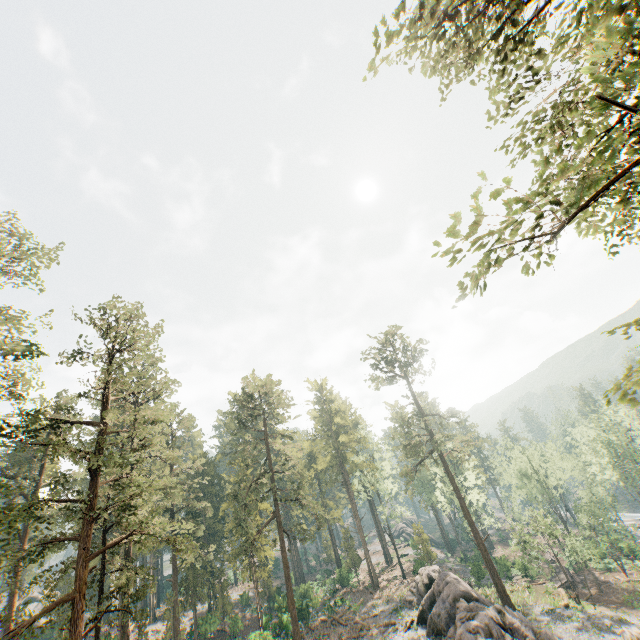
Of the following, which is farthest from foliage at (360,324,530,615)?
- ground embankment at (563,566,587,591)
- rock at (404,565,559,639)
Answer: ground embankment at (563,566,587,591)

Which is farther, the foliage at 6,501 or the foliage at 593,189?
the foliage at 6,501

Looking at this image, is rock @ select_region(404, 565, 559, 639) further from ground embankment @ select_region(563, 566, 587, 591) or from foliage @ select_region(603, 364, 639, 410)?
ground embankment @ select_region(563, 566, 587, 591)

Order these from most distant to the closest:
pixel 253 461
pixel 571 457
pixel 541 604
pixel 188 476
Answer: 1. pixel 571 457
2. pixel 188 476
3. pixel 253 461
4. pixel 541 604

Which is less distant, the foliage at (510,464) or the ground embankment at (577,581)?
the foliage at (510,464)

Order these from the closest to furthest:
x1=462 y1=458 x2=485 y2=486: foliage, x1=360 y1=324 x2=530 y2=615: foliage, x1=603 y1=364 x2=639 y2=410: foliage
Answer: x1=603 y1=364 x2=639 y2=410: foliage, x1=360 y1=324 x2=530 y2=615: foliage, x1=462 y1=458 x2=485 y2=486: foliage

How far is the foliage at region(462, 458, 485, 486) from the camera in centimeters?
4731cm

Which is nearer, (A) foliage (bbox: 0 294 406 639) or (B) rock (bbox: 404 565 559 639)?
(A) foliage (bbox: 0 294 406 639)
